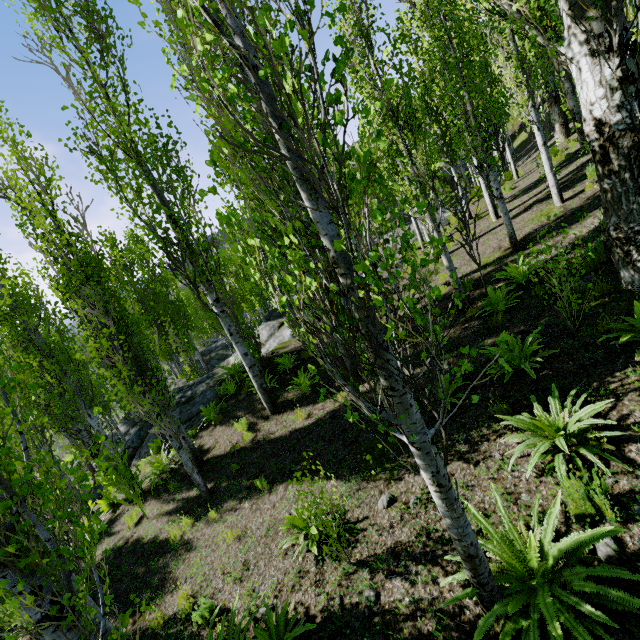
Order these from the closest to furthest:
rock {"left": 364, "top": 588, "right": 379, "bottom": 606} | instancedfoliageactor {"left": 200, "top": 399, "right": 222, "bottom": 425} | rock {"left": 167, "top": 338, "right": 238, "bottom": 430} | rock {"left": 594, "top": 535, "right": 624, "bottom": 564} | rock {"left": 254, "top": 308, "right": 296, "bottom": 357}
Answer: rock {"left": 594, "top": 535, "right": 624, "bottom": 564}
rock {"left": 364, "top": 588, "right": 379, "bottom": 606}
instancedfoliageactor {"left": 200, "top": 399, "right": 222, "bottom": 425}
rock {"left": 167, "top": 338, "right": 238, "bottom": 430}
rock {"left": 254, "top": 308, "right": 296, "bottom": 357}

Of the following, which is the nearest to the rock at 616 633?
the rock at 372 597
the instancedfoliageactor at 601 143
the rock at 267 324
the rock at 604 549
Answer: the instancedfoliageactor at 601 143

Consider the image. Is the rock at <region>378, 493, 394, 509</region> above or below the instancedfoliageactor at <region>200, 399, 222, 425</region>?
below

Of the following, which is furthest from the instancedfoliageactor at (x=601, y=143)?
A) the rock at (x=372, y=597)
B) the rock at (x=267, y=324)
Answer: the rock at (x=372, y=597)

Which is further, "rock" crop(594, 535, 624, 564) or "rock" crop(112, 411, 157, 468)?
"rock" crop(112, 411, 157, 468)

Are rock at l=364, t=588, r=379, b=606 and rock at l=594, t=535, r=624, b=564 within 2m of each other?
no

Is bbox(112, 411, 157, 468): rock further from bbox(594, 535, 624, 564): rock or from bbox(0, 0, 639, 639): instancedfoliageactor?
bbox(594, 535, 624, 564): rock

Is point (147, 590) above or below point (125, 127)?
below
